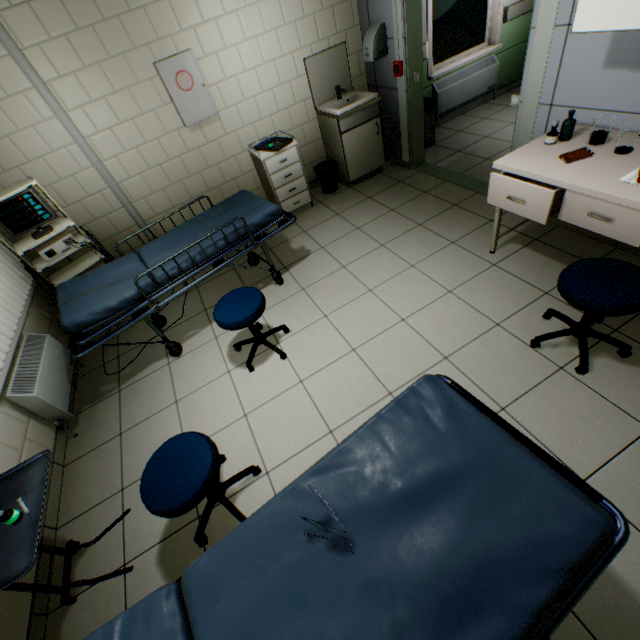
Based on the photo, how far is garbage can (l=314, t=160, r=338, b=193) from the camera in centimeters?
438cm

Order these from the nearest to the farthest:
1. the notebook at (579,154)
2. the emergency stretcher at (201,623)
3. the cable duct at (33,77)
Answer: the emergency stretcher at (201,623)
the notebook at (579,154)
the cable duct at (33,77)

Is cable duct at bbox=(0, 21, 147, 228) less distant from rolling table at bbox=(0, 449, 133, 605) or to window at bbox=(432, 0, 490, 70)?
rolling table at bbox=(0, 449, 133, 605)

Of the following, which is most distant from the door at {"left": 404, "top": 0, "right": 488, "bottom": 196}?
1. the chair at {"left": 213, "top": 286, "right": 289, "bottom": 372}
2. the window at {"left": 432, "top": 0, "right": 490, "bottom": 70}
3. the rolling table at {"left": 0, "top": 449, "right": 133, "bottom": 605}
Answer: the rolling table at {"left": 0, "top": 449, "right": 133, "bottom": 605}

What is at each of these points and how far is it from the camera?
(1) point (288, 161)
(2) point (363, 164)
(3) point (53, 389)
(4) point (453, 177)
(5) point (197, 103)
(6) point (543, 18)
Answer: (1) cabinet, 4.0 meters
(2) cabinet, 4.4 meters
(3) radiator, 2.7 meters
(4) door, 4.0 meters
(5) cabinet, 3.5 meters
(6) door, 2.3 meters

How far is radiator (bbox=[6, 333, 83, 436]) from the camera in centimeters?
249cm

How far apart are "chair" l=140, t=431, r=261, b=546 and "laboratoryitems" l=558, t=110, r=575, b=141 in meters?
3.2

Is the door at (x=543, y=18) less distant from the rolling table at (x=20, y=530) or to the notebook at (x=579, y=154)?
the notebook at (x=579, y=154)
